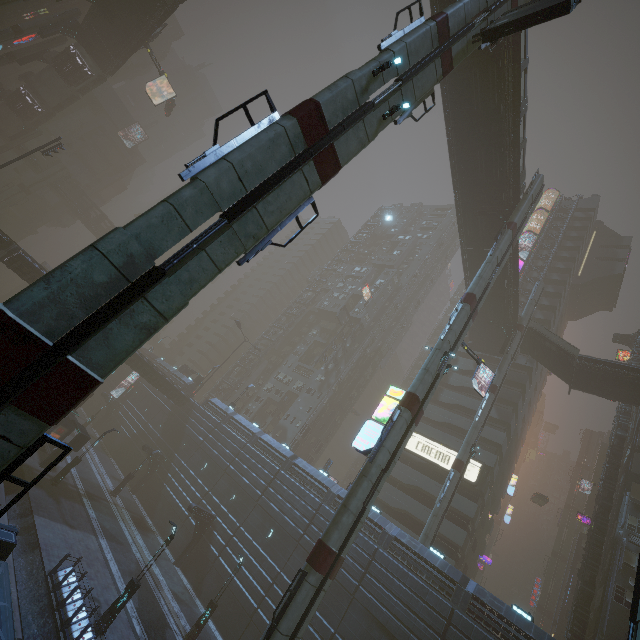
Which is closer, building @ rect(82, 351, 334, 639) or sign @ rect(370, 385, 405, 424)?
sign @ rect(370, 385, 405, 424)

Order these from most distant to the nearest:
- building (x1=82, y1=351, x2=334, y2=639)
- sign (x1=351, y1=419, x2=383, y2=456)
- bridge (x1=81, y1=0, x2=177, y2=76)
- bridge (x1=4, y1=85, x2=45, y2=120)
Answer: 1. bridge (x1=4, y1=85, x2=45, y2=120)
2. bridge (x1=81, y1=0, x2=177, y2=76)
3. building (x1=82, y1=351, x2=334, y2=639)
4. sign (x1=351, y1=419, x2=383, y2=456)

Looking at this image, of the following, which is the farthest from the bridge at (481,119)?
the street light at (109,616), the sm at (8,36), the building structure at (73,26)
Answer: the street light at (109,616)

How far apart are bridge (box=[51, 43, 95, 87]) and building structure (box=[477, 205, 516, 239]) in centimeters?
5879cm

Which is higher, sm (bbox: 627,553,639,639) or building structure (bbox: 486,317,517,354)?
building structure (bbox: 486,317,517,354)

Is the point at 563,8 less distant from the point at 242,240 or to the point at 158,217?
the point at 242,240

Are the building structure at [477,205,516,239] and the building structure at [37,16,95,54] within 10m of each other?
no

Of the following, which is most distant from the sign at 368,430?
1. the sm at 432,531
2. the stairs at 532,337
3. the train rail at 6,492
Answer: the train rail at 6,492
